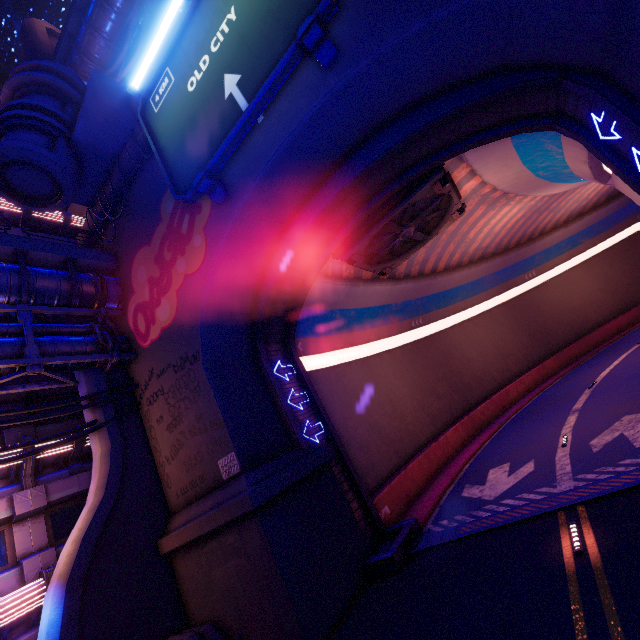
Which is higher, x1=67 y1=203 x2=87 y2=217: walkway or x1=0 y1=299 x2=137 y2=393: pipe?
x1=67 y1=203 x2=87 y2=217: walkway

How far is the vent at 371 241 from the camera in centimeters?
1312cm

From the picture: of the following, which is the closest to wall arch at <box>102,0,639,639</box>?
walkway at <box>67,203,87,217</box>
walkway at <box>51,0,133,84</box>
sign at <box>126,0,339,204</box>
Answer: sign at <box>126,0,339,204</box>

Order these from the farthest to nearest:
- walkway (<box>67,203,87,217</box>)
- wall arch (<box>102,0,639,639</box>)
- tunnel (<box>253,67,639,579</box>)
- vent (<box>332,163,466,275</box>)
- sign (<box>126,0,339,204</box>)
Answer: walkway (<box>67,203,87,217</box>), vent (<box>332,163,466,275</box>), tunnel (<box>253,67,639,579</box>), sign (<box>126,0,339,204</box>), wall arch (<box>102,0,639,639</box>)

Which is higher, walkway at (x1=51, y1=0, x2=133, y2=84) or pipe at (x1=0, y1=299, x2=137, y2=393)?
walkway at (x1=51, y1=0, x2=133, y2=84)

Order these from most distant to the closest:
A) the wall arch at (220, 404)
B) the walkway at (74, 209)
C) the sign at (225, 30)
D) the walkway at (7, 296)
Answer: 1. the walkway at (74, 209)
2. the walkway at (7, 296)
3. the sign at (225, 30)
4. the wall arch at (220, 404)

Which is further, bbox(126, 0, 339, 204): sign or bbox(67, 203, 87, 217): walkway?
bbox(67, 203, 87, 217): walkway

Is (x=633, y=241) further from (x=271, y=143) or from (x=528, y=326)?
(x=271, y=143)
